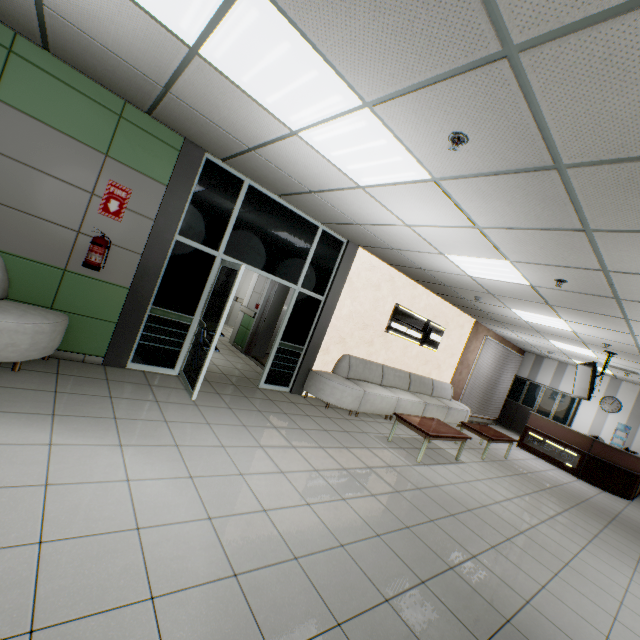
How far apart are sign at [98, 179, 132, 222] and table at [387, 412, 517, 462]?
5.2m

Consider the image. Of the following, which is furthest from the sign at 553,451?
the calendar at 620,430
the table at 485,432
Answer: the table at 485,432

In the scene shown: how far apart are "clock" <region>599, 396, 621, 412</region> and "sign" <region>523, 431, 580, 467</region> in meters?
3.6

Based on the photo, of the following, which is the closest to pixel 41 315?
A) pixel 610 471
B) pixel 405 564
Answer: pixel 405 564

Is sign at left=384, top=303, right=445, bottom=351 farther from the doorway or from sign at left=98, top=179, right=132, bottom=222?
sign at left=98, top=179, right=132, bottom=222

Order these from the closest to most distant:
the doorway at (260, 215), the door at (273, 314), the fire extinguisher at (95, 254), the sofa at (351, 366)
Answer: the fire extinguisher at (95, 254) < the doorway at (260, 215) < the sofa at (351, 366) < the door at (273, 314)

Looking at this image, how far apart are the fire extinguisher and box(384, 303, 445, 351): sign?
5.74m

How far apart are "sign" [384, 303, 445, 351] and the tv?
3.2m
